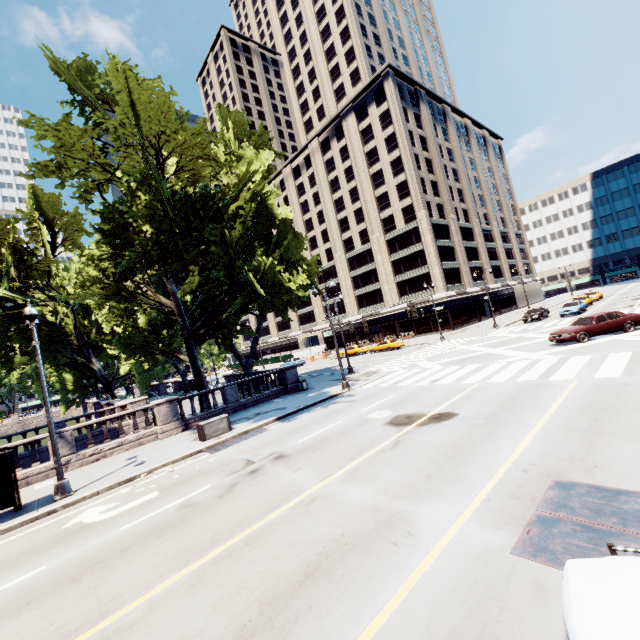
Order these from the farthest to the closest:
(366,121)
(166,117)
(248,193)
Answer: (366,121)
(248,193)
(166,117)

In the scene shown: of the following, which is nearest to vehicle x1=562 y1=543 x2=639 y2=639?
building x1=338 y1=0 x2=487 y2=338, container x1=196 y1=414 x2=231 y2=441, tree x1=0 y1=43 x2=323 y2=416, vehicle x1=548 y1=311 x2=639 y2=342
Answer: tree x1=0 y1=43 x2=323 y2=416

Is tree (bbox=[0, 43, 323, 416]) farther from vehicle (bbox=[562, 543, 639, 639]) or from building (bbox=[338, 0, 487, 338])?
vehicle (bbox=[562, 543, 639, 639])

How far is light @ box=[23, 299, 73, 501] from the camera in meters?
11.9

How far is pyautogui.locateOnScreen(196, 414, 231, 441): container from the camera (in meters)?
15.90

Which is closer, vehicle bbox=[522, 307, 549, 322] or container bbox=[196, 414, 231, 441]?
container bbox=[196, 414, 231, 441]

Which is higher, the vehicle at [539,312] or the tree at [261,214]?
the tree at [261,214]

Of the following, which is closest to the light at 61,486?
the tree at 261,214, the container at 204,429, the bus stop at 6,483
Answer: the bus stop at 6,483
